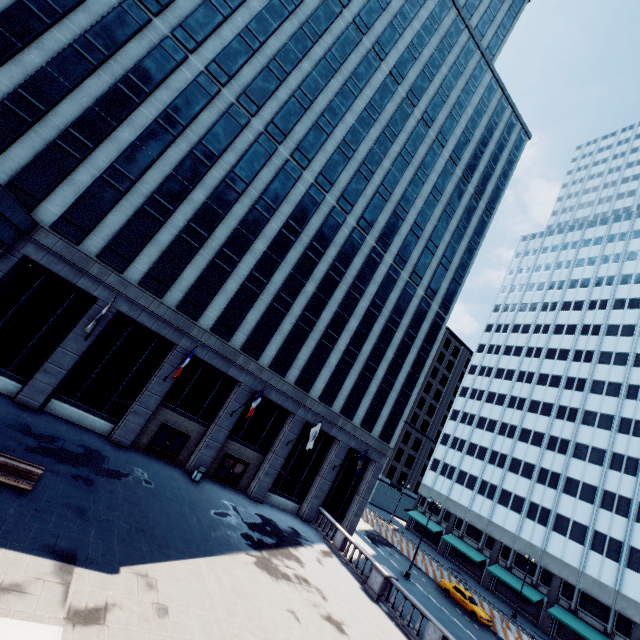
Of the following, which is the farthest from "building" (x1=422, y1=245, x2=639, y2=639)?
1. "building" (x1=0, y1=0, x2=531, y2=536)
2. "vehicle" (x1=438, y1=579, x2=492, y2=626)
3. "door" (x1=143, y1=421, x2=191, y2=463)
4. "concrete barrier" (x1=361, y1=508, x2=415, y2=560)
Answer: "door" (x1=143, y1=421, x2=191, y2=463)

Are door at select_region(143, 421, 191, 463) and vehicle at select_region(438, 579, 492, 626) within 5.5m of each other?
no

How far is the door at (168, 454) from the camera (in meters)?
24.16

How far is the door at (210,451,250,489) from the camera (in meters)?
26.58

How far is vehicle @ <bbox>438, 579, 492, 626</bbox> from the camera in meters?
29.9

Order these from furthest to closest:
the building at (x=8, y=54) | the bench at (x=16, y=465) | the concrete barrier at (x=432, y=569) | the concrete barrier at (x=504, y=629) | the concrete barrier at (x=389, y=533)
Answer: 1. the concrete barrier at (x=389, y=533)
2. the concrete barrier at (x=432, y=569)
3. the concrete barrier at (x=504, y=629)
4. the building at (x=8, y=54)
5. the bench at (x=16, y=465)

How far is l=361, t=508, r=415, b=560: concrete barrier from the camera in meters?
40.6 m

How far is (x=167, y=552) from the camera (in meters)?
14.02
